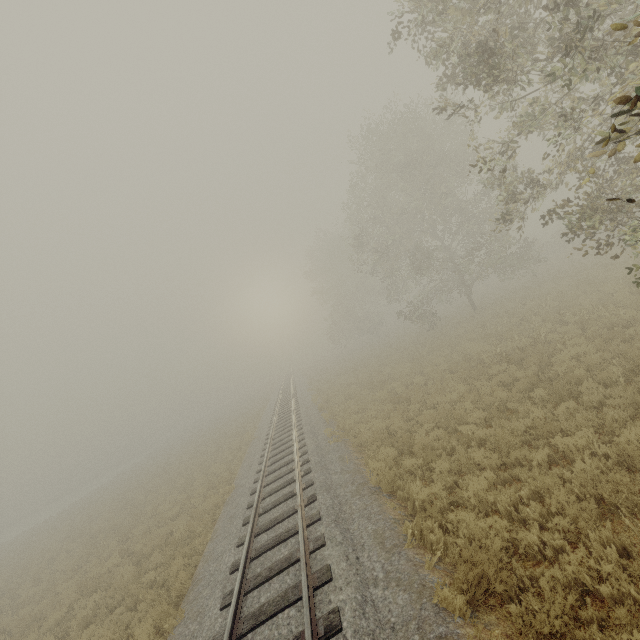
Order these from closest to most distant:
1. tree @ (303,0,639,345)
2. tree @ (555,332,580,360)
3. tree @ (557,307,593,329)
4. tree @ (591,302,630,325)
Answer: tree @ (303,0,639,345)
tree @ (555,332,580,360)
tree @ (591,302,630,325)
tree @ (557,307,593,329)

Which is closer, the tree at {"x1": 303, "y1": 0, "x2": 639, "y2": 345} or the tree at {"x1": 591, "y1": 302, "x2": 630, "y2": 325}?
the tree at {"x1": 303, "y1": 0, "x2": 639, "y2": 345}

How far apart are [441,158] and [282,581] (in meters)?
23.48

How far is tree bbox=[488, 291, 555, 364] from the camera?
12.65m

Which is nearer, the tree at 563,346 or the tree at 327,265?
the tree at 327,265
